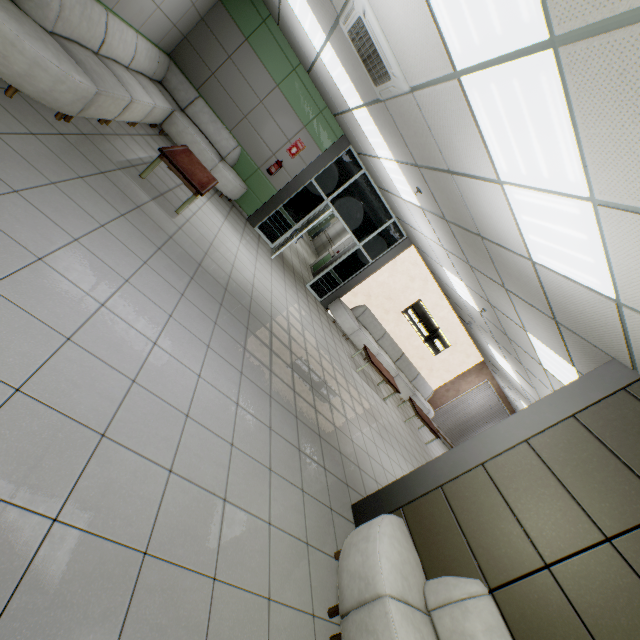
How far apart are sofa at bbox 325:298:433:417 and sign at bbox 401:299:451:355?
0.8m

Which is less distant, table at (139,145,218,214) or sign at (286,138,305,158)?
table at (139,145,218,214)

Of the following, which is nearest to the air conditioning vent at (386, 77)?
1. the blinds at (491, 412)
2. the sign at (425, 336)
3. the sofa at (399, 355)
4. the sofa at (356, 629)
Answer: the sofa at (356, 629)

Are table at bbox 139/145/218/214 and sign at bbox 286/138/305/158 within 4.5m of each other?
yes

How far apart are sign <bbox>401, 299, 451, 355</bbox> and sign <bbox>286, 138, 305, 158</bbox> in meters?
5.7

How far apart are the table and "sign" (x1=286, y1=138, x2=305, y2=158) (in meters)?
2.69

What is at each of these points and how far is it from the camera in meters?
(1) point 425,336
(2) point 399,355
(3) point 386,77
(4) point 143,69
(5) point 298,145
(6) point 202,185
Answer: (1) sign, 11.3
(2) sofa, 11.3
(3) air conditioning vent, 3.6
(4) sofa, 5.7
(5) sign, 7.9
(6) table, 5.1

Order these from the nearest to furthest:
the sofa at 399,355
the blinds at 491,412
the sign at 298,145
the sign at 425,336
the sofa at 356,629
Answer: the sofa at 356,629 < the sign at 298,145 < the sofa at 399,355 < the sign at 425,336 < the blinds at 491,412
